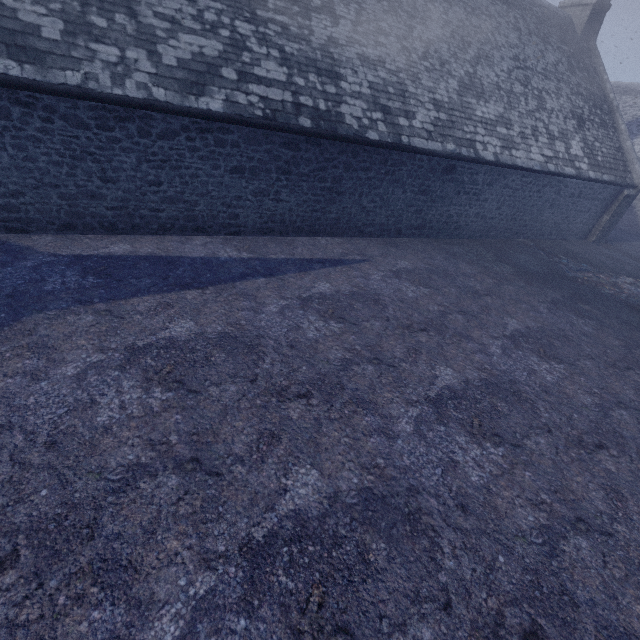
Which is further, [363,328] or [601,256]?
[601,256]
